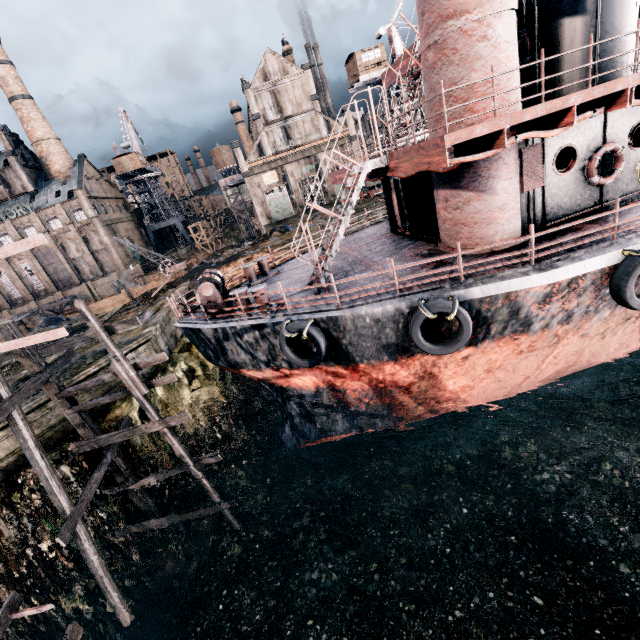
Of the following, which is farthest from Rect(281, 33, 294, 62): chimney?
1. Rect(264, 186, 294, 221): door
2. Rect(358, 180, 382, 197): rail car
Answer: Rect(358, 180, 382, 197): rail car

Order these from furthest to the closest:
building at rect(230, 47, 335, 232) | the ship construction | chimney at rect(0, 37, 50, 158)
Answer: chimney at rect(0, 37, 50, 158) → building at rect(230, 47, 335, 232) → the ship construction

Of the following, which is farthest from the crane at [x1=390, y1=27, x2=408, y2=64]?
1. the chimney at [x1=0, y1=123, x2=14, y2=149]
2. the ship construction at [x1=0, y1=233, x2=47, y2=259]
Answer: the chimney at [x1=0, y1=123, x2=14, y2=149]

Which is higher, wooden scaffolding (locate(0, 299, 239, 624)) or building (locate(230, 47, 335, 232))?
building (locate(230, 47, 335, 232))

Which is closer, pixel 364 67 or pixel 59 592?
pixel 59 592

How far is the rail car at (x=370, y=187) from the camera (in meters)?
40.62

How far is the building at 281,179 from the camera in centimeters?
4922cm

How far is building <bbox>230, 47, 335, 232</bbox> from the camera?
49.2 meters
